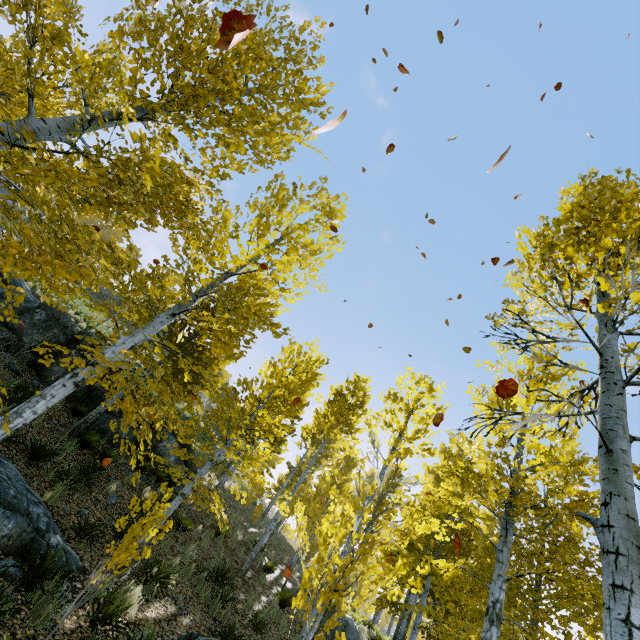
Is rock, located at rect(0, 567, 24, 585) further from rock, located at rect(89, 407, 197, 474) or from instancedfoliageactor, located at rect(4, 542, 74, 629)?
rock, located at rect(89, 407, 197, 474)

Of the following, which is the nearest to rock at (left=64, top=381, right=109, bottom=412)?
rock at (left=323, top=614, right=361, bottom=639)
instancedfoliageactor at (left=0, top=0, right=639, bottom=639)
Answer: instancedfoliageactor at (left=0, top=0, right=639, bottom=639)

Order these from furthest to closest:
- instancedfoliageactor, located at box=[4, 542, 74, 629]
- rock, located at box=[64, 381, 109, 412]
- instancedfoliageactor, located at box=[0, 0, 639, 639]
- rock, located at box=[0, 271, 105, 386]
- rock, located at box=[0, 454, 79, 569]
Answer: rock, located at box=[64, 381, 109, 412] → rock, located at box=[0, 271, 105, 386] → rock, located at box=[0, 454, 79, 569] → instancedfoliageactor, located at box=[4, 542, 74, 629] → instancedfoliageactor, located at box=[0, 0, 639, 639]

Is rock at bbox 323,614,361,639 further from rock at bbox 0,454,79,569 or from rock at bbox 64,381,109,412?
rock at bbox 0,454,79,569

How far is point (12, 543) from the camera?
5.41m

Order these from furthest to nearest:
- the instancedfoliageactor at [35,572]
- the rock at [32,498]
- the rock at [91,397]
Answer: the rock at [91,397] → the rock at [32,498] → the instancedfoliageactor at [35,572]

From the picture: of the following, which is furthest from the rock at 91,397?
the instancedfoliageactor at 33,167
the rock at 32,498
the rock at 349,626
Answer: the rock at 349,626

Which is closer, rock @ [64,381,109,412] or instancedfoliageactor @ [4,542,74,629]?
instancedfoliageactor @ [4,542,74,629]
